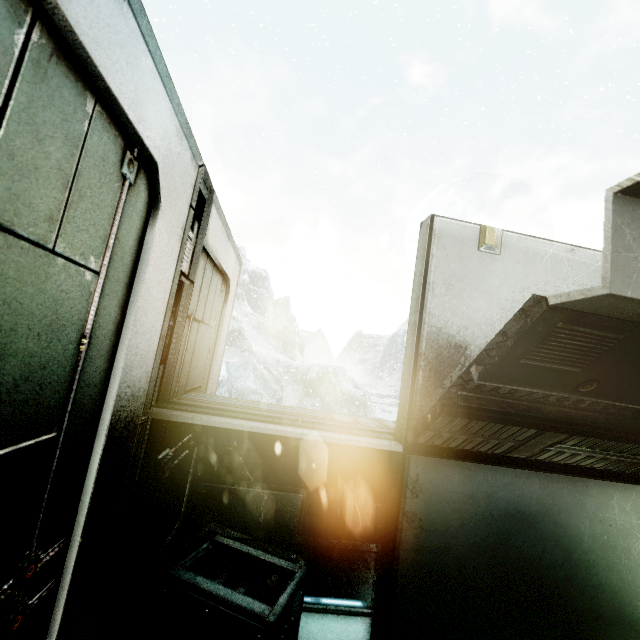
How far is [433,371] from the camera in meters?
1.8 m
